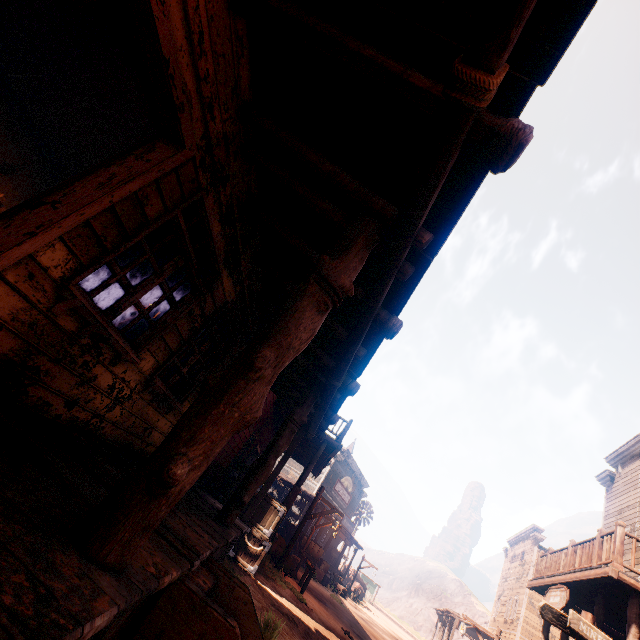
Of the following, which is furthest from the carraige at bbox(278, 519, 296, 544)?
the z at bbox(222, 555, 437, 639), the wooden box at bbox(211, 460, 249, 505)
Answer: the wooden box at bbox(211, 460, 249, 505)

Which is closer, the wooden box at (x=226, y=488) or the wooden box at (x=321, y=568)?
the wooden box at (x=226, y=488)

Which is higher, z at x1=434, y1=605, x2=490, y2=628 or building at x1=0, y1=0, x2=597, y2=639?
z at x1=434, y1=605, x2=490, y2=628

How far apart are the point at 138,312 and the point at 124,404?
6.6 meters

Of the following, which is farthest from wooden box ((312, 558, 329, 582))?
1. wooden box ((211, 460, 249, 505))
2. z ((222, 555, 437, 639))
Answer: wooden box ((211, 460, 249, 505))

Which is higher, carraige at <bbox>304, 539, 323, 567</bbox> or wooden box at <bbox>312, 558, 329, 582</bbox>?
carraige at <bbox>304, 539, 323, 567</bbox>

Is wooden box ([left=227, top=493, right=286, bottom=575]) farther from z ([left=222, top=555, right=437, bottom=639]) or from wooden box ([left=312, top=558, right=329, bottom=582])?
wooden box ([left=312, top=558, right=329, bottom=582])

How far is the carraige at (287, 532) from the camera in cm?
2050
